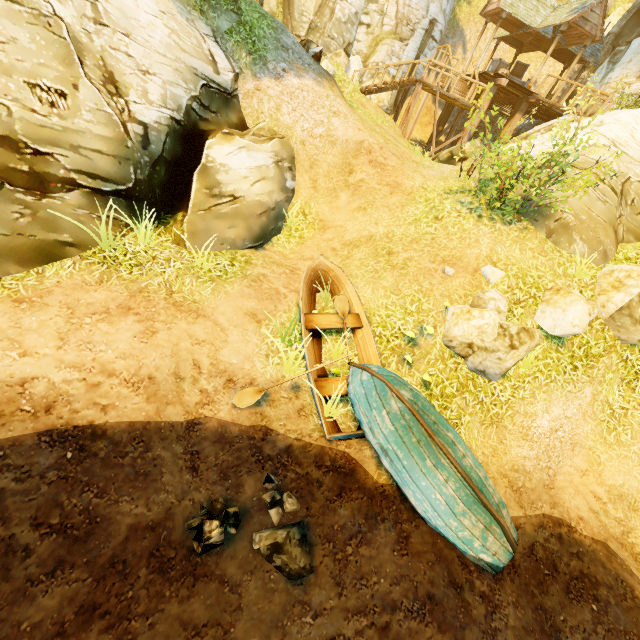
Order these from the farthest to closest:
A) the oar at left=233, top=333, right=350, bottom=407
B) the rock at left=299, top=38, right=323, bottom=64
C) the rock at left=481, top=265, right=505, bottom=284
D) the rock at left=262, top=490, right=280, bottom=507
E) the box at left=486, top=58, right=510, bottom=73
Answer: the box at left=486, top=58, right=510, bottom=73 < the rock at left=299, top=38, right=323, bottom=64 < the rock at left=481, top=265, right=505, bottom=284 < the oar at left=233, top=333, right=350, bottom=407 < the rock at left=262, top=490, right=280, bottom=507

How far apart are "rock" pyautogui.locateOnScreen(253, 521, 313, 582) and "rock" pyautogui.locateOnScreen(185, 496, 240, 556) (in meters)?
0.22

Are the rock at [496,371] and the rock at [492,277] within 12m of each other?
yes

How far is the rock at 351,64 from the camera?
13.3 meters

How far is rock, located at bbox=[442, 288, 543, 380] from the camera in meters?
6.3 m

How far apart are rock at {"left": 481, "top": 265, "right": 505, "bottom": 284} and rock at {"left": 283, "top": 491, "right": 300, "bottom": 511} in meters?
6.1 m

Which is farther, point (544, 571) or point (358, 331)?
point (358, 331)

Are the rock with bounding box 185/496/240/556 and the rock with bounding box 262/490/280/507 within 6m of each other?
yes
